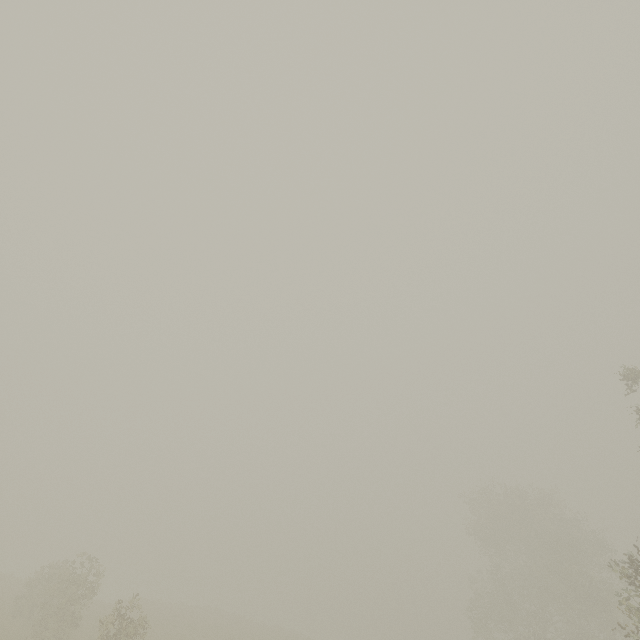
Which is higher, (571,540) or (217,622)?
(571,540)
